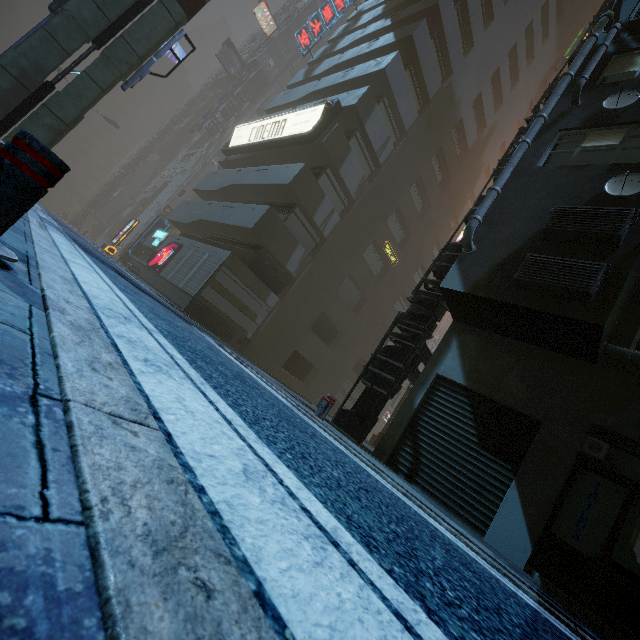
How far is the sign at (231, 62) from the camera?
39.8m

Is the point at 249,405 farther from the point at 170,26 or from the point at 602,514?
the point at 170,26

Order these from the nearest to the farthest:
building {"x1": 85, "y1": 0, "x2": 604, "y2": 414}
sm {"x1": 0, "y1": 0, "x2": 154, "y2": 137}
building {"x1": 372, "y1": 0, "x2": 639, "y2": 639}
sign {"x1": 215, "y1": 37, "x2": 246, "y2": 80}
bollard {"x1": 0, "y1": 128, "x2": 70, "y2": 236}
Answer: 1. bollard {"x1": 0, "y1": 128, "x2": 70, "y2": 236}
2. building {"x1": 372, "y1": 0, "x2": 639, "y2": 639}
3. sm {"x1": 0, "y1": 0, "x2": 154, "y2": 137}
4. building {"x1": 85, "y1": 0, "x2": 604, "y2": 414}
5. sign {"x1": 215, "y1": 37, "x2": 246, "y2": 80}

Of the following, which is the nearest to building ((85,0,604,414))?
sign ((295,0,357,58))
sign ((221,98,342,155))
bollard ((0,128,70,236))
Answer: sign ((221,98,342,155))

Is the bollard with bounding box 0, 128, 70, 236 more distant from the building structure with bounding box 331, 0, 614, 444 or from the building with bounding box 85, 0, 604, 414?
the building structure with bounding box 331, 0, 614, 444

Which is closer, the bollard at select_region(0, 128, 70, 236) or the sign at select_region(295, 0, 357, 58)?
the bollard at select_region(0, 128, 70, 236)

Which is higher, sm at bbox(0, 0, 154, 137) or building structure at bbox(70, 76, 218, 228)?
building structure at bbox(70, 76, 218, 228)

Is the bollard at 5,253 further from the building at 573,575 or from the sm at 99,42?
the sm at 99,42
